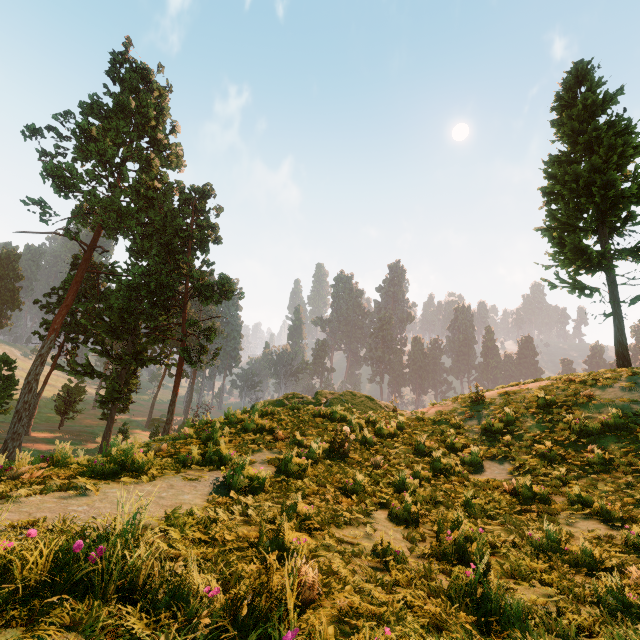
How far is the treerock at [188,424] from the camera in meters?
9.7

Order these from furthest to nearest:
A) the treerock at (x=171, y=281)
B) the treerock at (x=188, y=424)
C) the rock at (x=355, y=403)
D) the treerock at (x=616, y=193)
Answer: the treerock at (x=171, y=281) → the treerock at (x=616, y=193) → the rock at (x=355, y=403) → the treerock at (x=188, y=424)

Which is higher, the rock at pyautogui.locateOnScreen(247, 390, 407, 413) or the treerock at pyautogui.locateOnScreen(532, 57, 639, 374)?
the treerock at pyautogui.locateOnScreen(532, 57, 639, 374)

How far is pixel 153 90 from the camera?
35.3m

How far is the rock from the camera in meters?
12.9

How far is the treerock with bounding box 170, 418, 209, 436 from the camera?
9.74m

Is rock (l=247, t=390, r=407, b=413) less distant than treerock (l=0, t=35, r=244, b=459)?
Yes
